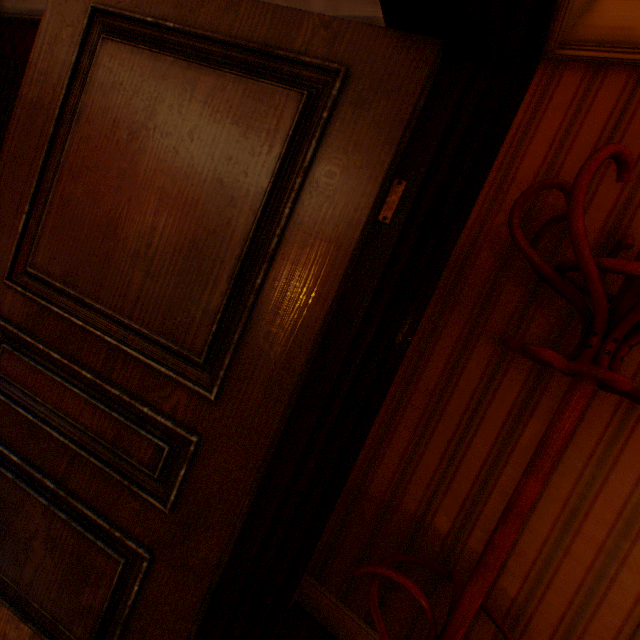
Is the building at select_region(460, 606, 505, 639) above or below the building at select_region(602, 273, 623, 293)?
below

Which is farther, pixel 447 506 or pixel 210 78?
pixel 447 506

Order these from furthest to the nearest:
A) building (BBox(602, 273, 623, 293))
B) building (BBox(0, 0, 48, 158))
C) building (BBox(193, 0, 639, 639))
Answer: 1. building (BBox(0, 0, 48, 158))
2. building (BBox(602, 273, 623, 293))
3. building (BBox(193, 0, 639, 639))

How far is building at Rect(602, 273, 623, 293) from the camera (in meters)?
1.31

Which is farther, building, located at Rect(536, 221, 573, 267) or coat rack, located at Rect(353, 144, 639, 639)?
building, located at Rect(536, 221, 573, 267)

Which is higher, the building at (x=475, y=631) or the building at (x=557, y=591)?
the building at (x=557, y=591)
